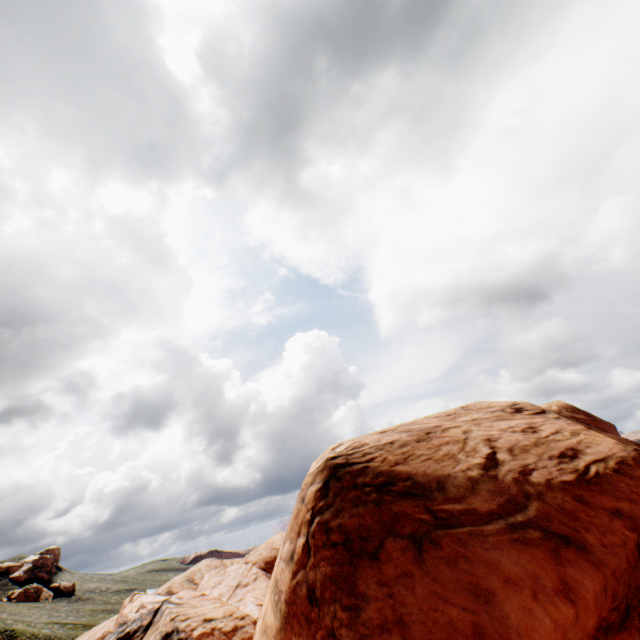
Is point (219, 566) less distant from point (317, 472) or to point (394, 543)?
point (317, 472)
